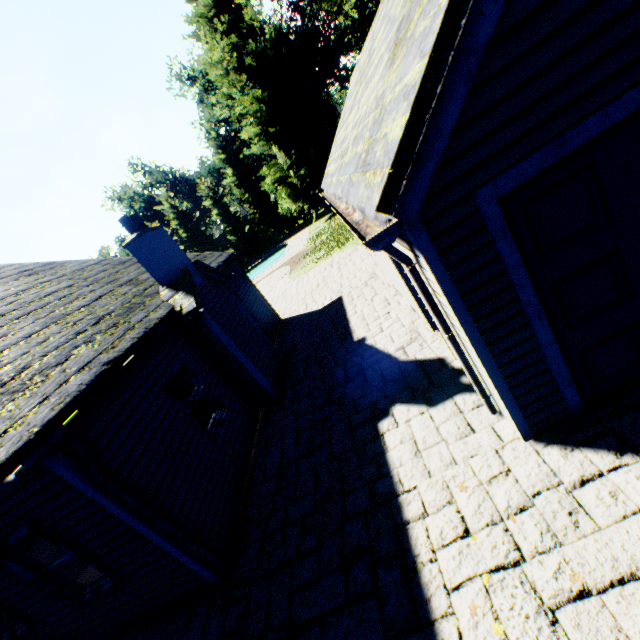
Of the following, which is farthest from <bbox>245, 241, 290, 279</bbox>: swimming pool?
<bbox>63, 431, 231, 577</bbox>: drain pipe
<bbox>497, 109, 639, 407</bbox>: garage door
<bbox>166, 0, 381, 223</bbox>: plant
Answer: <bbox>497, 109, 639, 407</bbox>: garage door

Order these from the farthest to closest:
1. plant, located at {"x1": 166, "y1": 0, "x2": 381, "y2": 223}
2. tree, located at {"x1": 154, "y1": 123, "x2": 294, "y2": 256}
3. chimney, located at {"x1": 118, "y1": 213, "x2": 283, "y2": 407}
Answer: tree, located at {"x1": 154, "y1": 123, "x2": 294, "y2": 256} < plant, located at {"x1": 166, "y1": 0, "x2": 381, "y2": 223} < chimney, located at {"x1": 118, "y1": 213, "x2": 283, "y2": 407}

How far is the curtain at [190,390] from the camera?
6.7 meters

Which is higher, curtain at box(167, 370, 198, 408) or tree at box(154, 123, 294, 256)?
tree at box(154, 123, 294, 256)

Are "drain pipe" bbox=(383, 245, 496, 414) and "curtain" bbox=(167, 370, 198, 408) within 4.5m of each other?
no

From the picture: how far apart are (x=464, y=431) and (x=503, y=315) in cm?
206

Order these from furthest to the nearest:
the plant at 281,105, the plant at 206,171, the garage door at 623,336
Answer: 1. the plant at 206,171
2. the plant at 281,105
3. the garage door at 623,336

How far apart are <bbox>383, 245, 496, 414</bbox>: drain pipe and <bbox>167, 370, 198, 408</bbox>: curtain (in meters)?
5.09
